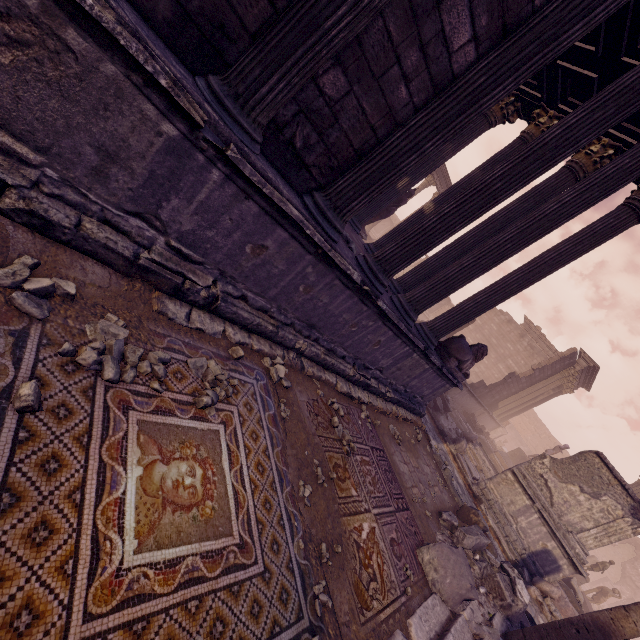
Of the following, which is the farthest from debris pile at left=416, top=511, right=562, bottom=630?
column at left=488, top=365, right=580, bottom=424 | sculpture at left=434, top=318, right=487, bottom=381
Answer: column at left=488, top=365, right=580, bottom=424

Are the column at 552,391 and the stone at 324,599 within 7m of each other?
no

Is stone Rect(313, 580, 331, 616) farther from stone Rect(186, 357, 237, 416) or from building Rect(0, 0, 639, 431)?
building Rect(0, 0, 639, 431)

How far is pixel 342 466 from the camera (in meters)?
4.20

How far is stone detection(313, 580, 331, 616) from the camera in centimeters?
254cm

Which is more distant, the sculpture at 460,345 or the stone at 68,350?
the sculpture at 460,345

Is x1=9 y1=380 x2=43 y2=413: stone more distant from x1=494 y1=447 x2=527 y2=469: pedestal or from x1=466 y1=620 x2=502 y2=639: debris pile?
x1=494 y1=447 x2=527 y2=469: pedestal

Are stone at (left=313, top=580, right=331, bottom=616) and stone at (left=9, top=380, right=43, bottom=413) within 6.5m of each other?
yes
